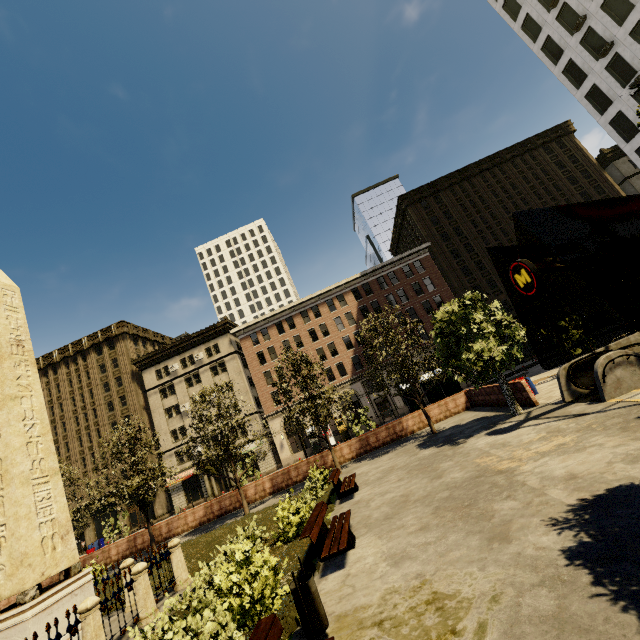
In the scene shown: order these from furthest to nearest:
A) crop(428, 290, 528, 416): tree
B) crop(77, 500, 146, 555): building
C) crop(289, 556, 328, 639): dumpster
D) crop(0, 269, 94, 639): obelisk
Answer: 1. crop(77, 500, 146, 555): building
2. crop(428, 290, 528, 416): tree
3. crop(0, 269, 94, 639): obelisk
4. crop(289, 556, 328, 639): dumpster

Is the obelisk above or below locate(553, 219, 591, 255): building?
below

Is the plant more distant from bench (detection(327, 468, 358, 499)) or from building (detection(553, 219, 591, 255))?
building (detection(553, 219, 591, 255))

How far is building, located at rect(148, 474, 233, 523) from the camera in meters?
41.2 m

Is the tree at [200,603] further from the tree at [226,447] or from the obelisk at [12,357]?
the obelisk at [12,357]

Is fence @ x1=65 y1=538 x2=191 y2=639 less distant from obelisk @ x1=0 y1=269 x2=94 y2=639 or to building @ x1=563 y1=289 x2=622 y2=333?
obelisk @ x1=0 y1=269 x2=94 y2=639

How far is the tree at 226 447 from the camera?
18.7 meters

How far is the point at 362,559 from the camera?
7.0m
